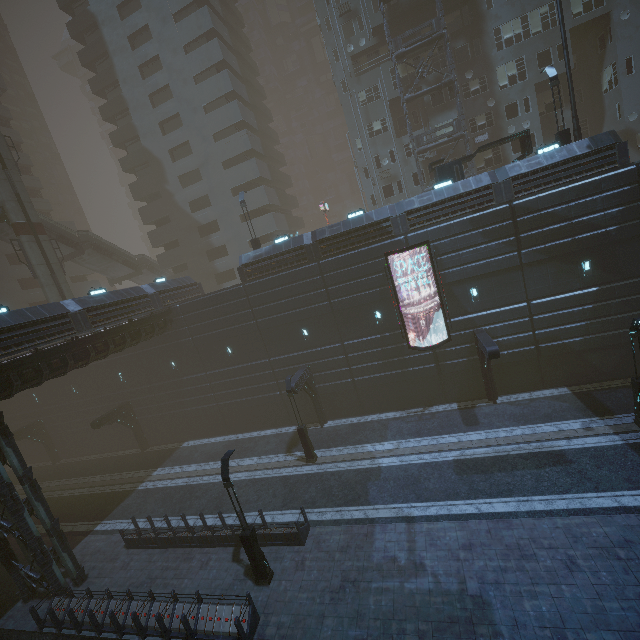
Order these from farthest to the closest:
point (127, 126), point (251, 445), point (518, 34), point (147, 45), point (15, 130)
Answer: point (15, 130)
point (127, 126)
point (147, 45)
point (518, 34)
point (251, 445)

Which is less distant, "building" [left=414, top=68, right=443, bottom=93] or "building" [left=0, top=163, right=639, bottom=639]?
"building" [left=0, top=163, right=639, bottom=639]

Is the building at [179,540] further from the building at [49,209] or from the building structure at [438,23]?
the building at [49,209]

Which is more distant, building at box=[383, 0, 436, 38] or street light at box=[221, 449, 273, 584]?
building at box=[383, 0, 436, 38]

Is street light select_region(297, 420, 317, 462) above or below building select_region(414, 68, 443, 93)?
below

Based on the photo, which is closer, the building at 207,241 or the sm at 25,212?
the building at 207,241

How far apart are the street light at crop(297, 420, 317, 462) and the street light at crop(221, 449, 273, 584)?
6.68m

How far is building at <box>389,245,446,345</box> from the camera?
20.4m
